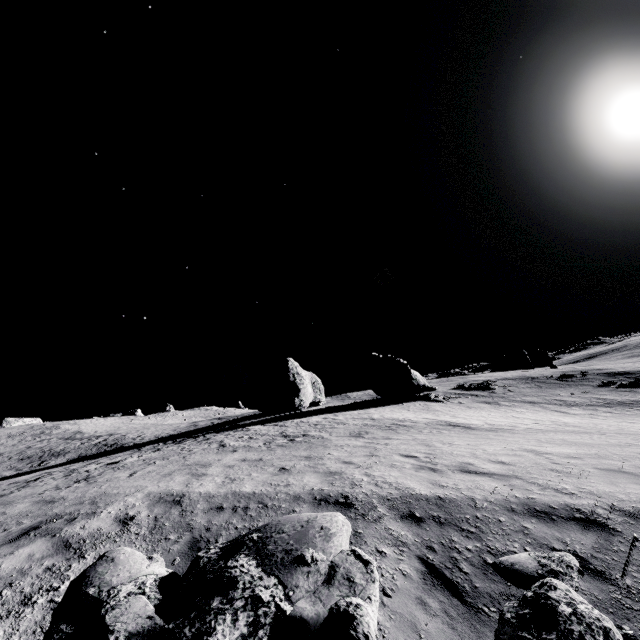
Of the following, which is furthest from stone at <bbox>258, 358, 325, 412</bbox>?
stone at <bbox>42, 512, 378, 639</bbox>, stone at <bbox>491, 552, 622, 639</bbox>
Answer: stone at <bbox>491, 552, 622, 639</bbox>

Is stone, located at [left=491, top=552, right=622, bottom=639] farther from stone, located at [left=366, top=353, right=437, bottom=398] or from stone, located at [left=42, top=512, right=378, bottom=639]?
stone, located at [left=366, top=353, right=437, bottom=398]

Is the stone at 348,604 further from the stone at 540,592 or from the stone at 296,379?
the stone at 296,379

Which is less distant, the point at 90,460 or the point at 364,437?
the point at 364,437

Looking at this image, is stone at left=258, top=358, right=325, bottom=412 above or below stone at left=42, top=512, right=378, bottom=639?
above

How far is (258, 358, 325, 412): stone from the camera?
35.7m

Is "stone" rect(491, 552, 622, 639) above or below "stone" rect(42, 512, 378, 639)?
below

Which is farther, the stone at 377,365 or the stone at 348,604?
the stone at 377,365
